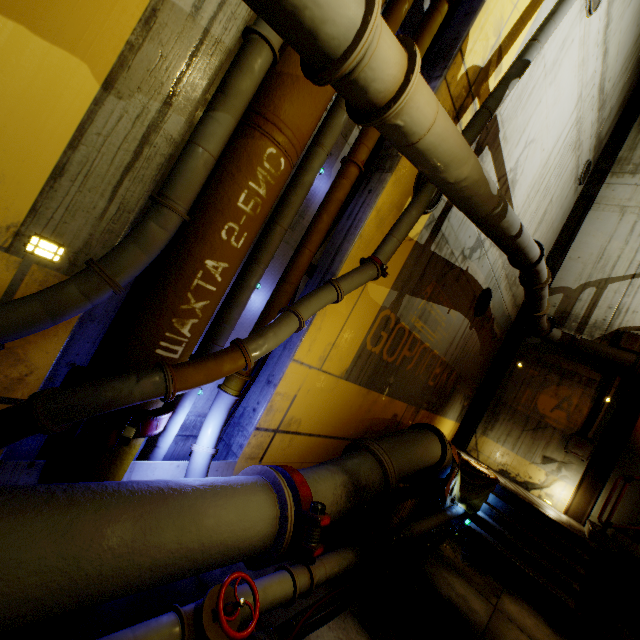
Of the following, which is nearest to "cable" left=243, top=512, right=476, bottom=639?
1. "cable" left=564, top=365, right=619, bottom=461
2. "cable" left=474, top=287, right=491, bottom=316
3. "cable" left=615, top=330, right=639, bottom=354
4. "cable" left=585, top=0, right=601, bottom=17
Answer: "cable" left=564, top=365, right=619, bottom=461

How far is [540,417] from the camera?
10.30m

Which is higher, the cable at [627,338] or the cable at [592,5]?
the cable at [592,5]

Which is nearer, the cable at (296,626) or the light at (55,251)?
the light at (55,251)

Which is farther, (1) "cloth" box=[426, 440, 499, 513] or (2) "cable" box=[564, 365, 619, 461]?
(2) "cable" box=[564, 365, 619, 461]

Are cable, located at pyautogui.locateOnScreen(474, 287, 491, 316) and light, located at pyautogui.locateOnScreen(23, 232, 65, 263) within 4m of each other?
no

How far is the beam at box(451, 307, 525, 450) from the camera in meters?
11.1 m

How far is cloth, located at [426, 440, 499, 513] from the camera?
7.5m
